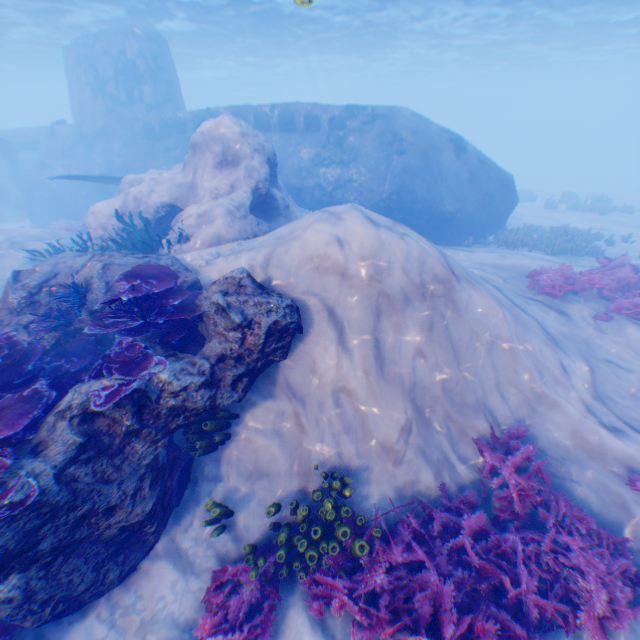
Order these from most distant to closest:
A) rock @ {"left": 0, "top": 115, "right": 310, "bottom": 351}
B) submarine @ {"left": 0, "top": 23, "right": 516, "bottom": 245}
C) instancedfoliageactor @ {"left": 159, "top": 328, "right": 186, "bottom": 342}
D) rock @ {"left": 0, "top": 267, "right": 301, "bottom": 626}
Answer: submarine @ {"left": 0, "top": 23, "right": 516, "bottom": 245}
rock @ {"left": 0, "top": 115, "right": 310, "bottom": 351}
instancedfoliageactor @ {"left": 159, "top": 328, "right": 186, "bottom": 342}
rock @ {"left": 0, "top": 267, "right": 301, "bottom": 626}

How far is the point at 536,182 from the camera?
37.8m

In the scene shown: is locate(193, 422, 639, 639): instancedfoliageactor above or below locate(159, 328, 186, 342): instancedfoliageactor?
below

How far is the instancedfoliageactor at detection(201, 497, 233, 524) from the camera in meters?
4.8

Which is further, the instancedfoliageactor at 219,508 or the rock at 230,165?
the rock at 230,165

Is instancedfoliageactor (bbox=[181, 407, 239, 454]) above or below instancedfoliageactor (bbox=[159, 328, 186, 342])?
below

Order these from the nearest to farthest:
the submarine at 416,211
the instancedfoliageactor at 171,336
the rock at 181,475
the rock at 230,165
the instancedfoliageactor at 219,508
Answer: the rock at 181,475 → the instancedfoliageactor at 219,508 → the instancedfoliageactor at 171,336 → the rock at 230,165 → the submarine at 416,211
